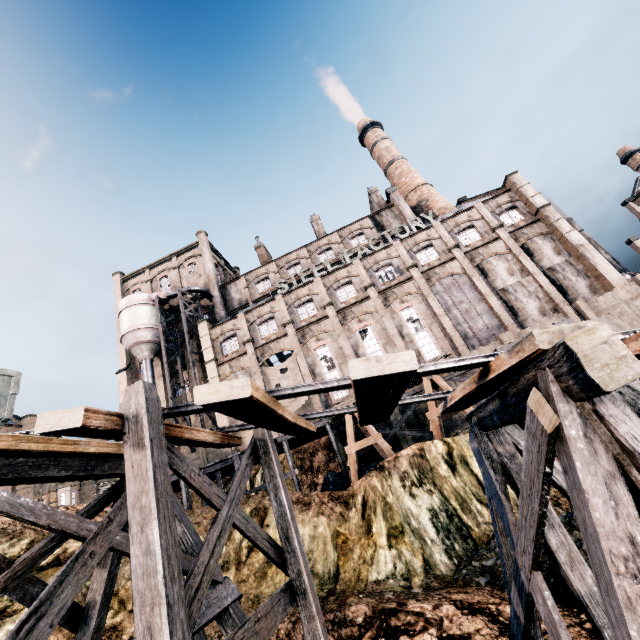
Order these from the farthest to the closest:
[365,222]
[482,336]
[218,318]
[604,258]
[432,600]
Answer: [365,222], [218,318], [482,336], [604,258], [432,600]

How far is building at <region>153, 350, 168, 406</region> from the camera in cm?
3726

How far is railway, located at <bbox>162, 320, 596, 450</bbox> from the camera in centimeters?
364cm

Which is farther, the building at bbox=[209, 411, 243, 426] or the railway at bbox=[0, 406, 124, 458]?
the building at bbox=[209, 411, 243, 426]

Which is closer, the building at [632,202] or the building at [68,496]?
the building at [68,496]

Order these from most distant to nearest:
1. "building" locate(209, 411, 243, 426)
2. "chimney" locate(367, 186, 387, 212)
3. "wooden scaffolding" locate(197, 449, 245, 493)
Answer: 1. "chimney" locate(367, 186, 387, 212)
2. "building" locate(209, 411, 243, 426)
3. "wooden scaffolding" locate(197, 449, 245, 493)

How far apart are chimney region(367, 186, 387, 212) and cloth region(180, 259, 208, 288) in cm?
2539

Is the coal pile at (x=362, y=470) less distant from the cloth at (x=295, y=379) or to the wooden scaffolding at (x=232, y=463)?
the wooden scaffolding at (x=232, y=463)
